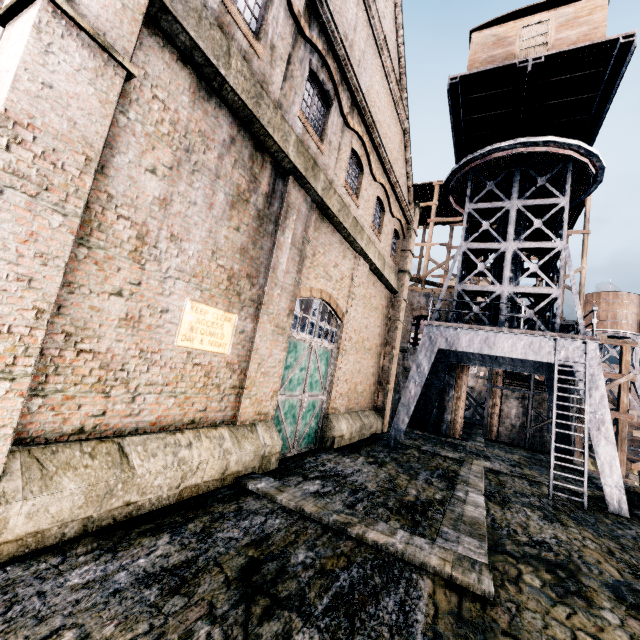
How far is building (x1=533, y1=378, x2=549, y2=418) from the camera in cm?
2638

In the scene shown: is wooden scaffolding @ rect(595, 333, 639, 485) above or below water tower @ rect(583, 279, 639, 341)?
below

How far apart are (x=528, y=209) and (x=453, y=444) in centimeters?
1500cm

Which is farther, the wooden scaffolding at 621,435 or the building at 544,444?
the building at 544,444

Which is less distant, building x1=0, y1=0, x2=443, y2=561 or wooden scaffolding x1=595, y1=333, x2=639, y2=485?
building x1=0, y1=0, x2=443, y2=561

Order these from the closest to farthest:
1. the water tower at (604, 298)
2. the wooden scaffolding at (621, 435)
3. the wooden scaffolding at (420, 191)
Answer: the wooden scaffolding at (621, 435)
the wooden scaffolding at (420, 191)
the water tower at (604, 298)

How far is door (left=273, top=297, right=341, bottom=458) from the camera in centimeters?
1148cm

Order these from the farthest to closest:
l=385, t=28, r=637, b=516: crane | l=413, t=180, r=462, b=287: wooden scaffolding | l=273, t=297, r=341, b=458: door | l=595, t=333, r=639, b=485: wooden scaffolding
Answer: l=413, t=180, r=462, b=287: wooden scaffolding
l=595, t=333, r=639, b=485: wooden scaffolding
l=385, t=28, r=637, b=516: crane
l=273, t=297, r=341, b=458: door
